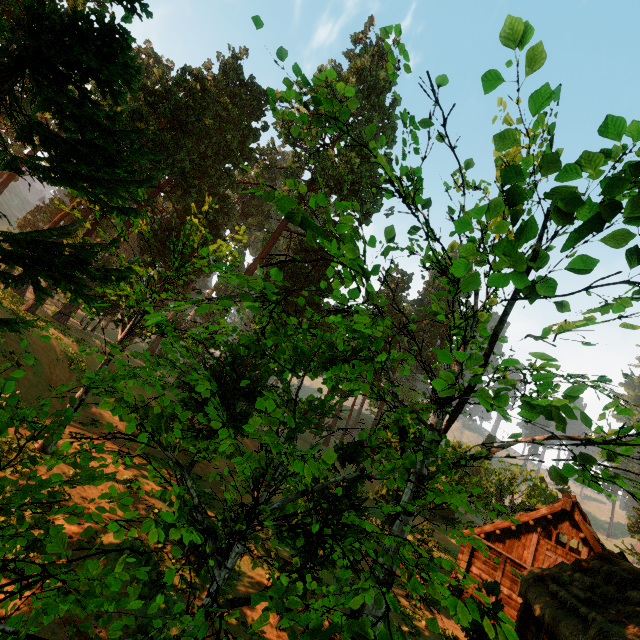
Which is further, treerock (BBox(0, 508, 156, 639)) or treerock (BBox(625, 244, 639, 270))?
treerock (BBox(625, 244, 639, 270))

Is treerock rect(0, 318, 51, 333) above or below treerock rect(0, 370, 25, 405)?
below

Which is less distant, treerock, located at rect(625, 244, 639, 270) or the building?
treerock, located at rect(625, 244, 639, 270)

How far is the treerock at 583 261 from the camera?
3.86m

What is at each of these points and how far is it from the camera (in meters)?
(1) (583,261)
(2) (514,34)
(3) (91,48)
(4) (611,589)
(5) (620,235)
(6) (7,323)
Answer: (1) treerock, 3.93
(2) treerock, 3.28
(3) treerock, 5.46
(4) building, 11.31
(5) treerock, 3.77
(6) treerock, 5.54

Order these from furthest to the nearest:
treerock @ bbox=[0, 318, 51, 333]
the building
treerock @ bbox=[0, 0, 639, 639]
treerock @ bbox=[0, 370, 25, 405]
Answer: the building < treerock @ bbox=[0, 318, 51, 333] < treerock @ bbox=[0, 0, 639, 639] < treerock @ bbox=[0, 370, 25, 405]

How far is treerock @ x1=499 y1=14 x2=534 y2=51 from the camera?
3.2m
